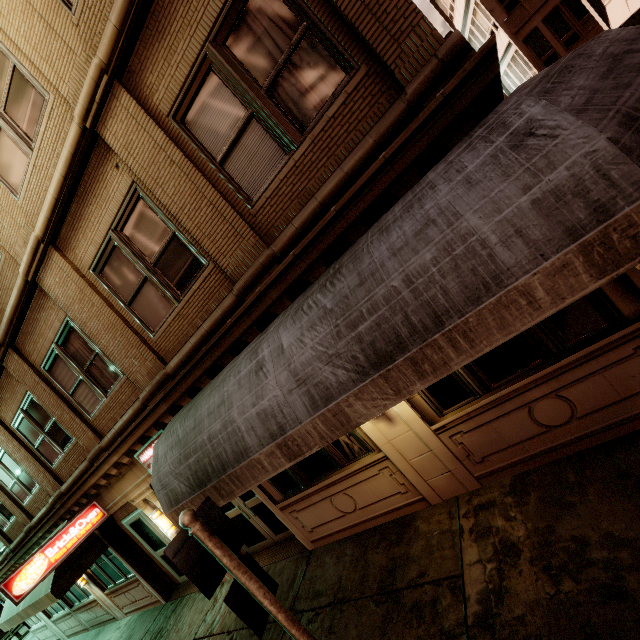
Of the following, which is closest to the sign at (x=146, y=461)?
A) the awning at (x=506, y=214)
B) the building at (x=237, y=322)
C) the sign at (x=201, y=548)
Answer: the building at (x=237, y=322)

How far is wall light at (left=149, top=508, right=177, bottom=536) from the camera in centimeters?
812cm

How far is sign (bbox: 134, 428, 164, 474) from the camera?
7.0m

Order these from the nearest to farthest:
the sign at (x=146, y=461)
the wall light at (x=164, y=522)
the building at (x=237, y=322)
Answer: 1. the building at (x=237, y=322)
2. the sign at (x=146, y=461)
3. the wall light at (x=164, y=522)

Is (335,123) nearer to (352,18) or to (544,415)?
(352,18)

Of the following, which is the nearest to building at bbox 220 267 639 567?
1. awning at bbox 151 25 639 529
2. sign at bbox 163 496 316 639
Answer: awning at bbox 151 25 639 529

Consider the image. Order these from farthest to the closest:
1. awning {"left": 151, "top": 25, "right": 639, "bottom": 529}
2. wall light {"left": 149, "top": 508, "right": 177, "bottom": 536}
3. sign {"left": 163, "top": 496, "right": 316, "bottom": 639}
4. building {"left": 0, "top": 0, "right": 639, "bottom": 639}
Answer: wall light {"left": 149, "top": 508, "right": 177, "bottom": 536} < building {"left": 0, "top": 0, "right": 639, "bottom": 639} < sign {"left": 163, "top": 496, "right": 316, "bottom": 639} < awning {"left": 151, "top": 25, "right": 639, "bottom": 529}

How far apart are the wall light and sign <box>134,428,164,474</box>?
1.21m
